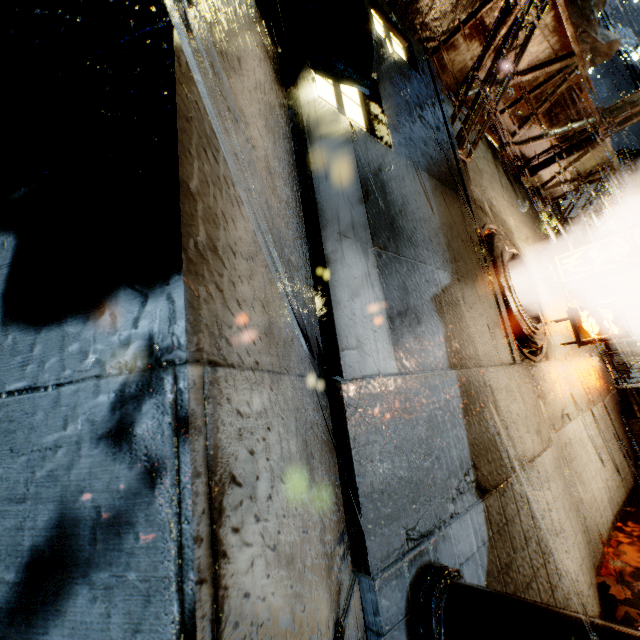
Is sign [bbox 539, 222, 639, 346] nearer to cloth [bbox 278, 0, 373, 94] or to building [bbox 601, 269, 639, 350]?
building [bbox 601, 269, 639, 350]

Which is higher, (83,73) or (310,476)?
(83,73)

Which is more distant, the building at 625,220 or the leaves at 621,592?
the building at 625,220

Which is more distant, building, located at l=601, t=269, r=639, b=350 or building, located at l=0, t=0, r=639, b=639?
building, located at l=601, t=269, r=639, b=350

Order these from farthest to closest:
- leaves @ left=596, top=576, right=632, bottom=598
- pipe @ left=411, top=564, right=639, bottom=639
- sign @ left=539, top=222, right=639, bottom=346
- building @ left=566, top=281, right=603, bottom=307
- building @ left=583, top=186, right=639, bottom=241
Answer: building @ left=566, top=281, right=603, bottom=307 < building @ left=583, top=186, right=639, bottom=241 < sign @ left=539, top=222, right=639, bottom=346 < leaves @ left=596, top=576, right=632, bottom=598 < pipe @ left=411, top=564, right=639, bottom=639

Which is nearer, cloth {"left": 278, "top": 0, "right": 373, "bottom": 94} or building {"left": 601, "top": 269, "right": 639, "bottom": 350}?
cloth {"left": 278, "top": 0, "right": 373, "bottom": 94}

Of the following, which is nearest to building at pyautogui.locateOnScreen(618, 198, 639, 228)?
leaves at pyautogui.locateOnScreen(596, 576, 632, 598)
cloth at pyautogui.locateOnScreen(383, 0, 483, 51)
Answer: cloth at pyautogui.locateOnScreen(383, 0, 483, 51)

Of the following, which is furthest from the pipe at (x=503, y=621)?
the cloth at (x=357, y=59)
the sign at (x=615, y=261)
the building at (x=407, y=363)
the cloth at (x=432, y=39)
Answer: the sign at (x=615, y=261)
